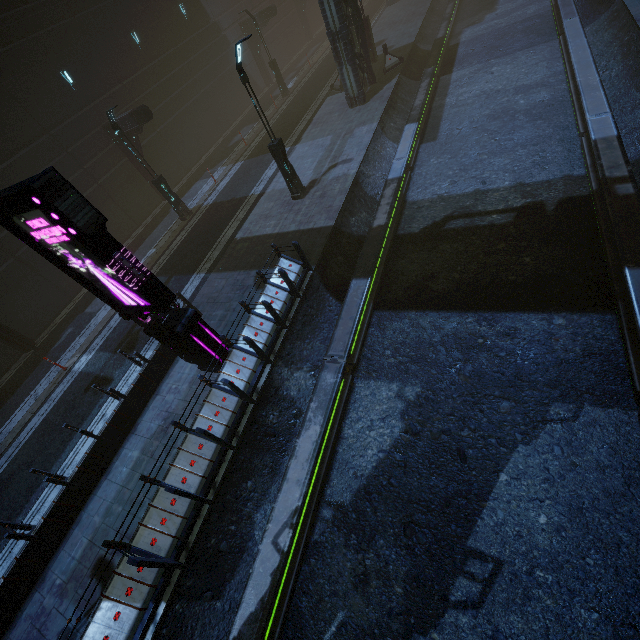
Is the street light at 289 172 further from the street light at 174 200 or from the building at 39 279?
the street light at 174 200

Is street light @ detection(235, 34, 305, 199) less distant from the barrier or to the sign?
the sign

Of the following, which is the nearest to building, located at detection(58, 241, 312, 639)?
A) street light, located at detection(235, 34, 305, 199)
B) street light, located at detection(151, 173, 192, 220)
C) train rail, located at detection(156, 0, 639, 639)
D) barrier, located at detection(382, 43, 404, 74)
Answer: train rail, located at detection(156, 0, 639, 639)

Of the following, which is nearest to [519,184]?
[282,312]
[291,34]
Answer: [282,312]

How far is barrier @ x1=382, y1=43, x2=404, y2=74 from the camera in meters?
19.8

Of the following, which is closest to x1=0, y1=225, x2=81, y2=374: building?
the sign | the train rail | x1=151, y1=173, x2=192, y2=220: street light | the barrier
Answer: the train rail

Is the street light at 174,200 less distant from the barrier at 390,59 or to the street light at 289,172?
the street light at 289,172

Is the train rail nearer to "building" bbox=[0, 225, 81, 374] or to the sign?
"building" bbox=[0, 225, 81, 374]
